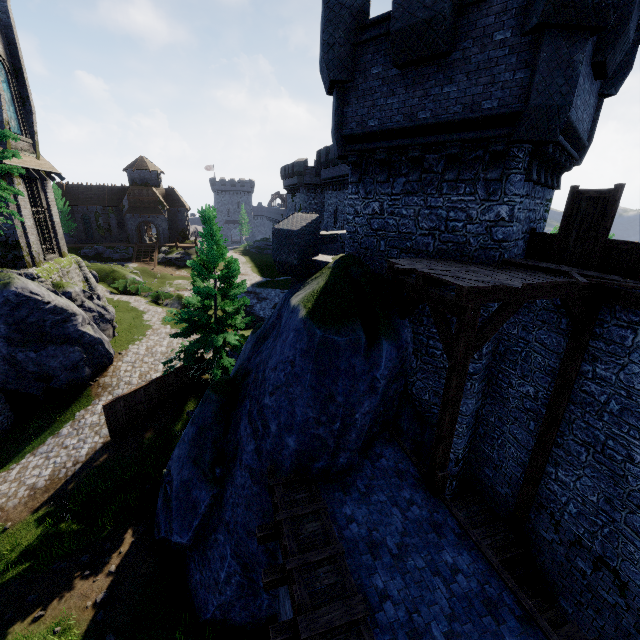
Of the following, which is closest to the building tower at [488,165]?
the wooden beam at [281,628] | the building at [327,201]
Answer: the wooden beam at [281,628]

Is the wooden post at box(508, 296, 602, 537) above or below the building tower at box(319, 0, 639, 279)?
below

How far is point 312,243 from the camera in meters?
12.0

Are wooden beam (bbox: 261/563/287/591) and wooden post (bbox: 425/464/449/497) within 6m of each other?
yes

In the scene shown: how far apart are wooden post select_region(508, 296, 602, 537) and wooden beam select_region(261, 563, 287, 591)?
6.85m

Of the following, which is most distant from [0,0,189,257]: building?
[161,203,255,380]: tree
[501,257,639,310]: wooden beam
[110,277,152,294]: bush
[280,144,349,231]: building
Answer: [501,257,639,310]: wooden beam

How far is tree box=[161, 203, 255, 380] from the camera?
16.56m

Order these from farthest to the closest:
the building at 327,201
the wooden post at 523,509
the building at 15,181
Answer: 1. the building at 327,201
2. the building at 15,181
3. the wooden post at 523,509
